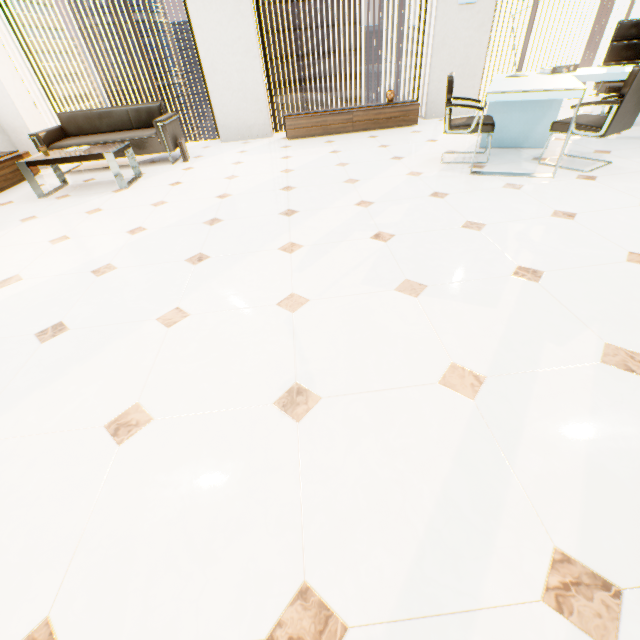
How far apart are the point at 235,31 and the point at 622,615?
7.4m

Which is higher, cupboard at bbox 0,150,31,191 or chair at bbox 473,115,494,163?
chair at bbox 473,115,494,163

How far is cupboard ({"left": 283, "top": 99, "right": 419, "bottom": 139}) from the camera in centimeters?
567cm

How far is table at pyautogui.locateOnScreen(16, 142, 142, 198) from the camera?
4.0 meters

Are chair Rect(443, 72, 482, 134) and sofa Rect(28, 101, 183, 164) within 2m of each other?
no

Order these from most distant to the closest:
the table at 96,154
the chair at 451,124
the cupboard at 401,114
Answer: the cupboard at 401,114, the table at 96,154, the chair at 451,124

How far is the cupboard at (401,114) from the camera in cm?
567

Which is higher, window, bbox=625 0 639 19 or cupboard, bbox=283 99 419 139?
window, bbox=625 0 639 19
